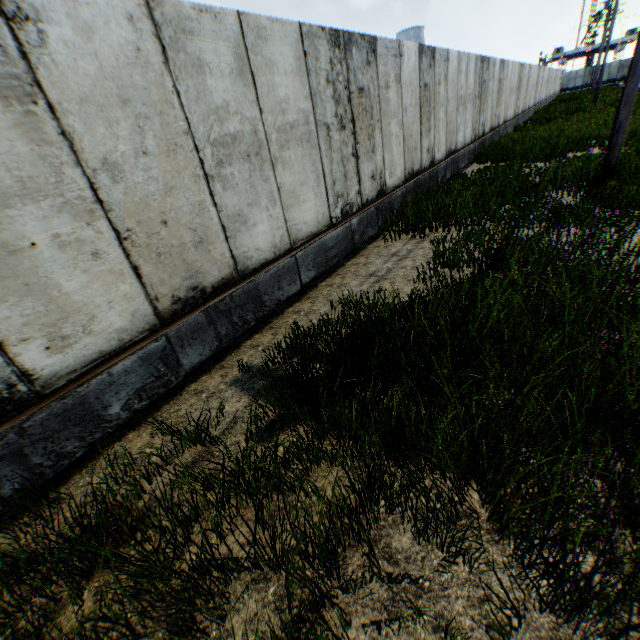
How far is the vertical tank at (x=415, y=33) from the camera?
46.9 meters

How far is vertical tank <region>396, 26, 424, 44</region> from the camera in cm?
4688

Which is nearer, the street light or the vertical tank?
the street light

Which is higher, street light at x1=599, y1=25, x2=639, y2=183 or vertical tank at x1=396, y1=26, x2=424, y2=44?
vertical tank at x1=396, y1=26, x2=424, y2=44

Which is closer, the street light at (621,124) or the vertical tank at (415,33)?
the street light at (621,124)

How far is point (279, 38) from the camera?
4.3 meters
